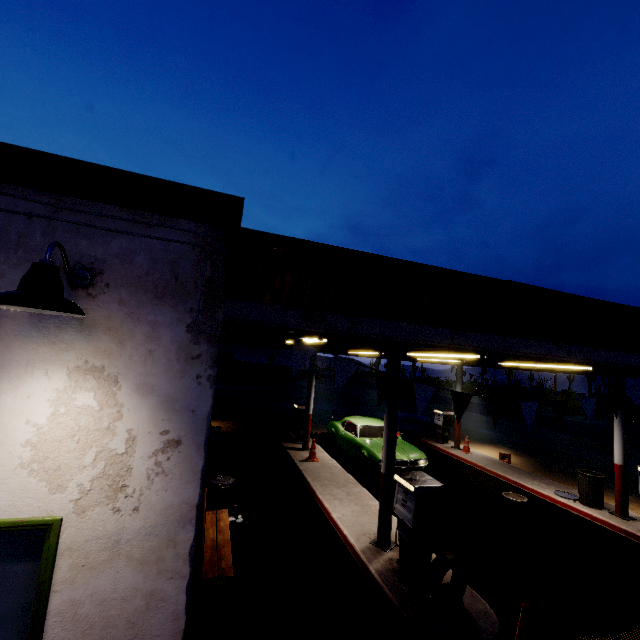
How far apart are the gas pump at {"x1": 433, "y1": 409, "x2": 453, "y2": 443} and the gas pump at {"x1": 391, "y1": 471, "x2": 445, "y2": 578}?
9.9m

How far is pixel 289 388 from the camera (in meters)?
40.88

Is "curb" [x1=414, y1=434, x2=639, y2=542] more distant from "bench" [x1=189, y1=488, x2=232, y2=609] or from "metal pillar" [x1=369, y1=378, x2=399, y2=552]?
"bench" [x1=189, y1=488, x2=232, y2=609]

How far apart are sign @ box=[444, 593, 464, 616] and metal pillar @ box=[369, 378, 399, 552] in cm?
A: 152

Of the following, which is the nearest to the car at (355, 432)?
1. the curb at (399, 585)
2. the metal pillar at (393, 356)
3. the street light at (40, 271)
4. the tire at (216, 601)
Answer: the curb at (399, 585)

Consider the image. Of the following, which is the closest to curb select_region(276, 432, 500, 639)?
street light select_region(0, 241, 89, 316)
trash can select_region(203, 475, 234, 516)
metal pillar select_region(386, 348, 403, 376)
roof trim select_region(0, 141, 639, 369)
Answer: metal pillar select_region(386, 348, 403, 376)

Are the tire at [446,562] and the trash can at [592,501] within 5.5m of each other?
no

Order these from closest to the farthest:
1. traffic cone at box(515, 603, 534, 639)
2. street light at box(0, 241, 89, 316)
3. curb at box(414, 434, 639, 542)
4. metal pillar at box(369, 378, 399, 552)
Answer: street light at box(0, 241, 89, 316) < traffic cone at box(515, 603, 534, 639) < metal pillar at box(369, 378, 399, 552) < curb at box(414, 434, 639, 542)
